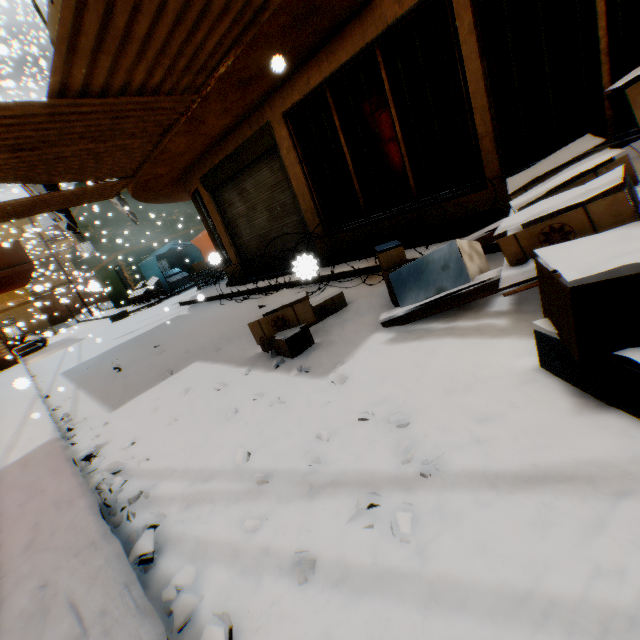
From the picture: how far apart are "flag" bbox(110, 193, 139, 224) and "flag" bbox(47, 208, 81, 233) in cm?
59

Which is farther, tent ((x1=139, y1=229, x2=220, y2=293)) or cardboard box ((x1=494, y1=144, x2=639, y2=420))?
tent ((x1=139, y1=229, x2=220, y2=293))

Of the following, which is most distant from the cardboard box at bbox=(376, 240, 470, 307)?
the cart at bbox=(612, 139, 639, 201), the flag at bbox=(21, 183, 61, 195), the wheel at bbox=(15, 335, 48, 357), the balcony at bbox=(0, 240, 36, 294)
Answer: the wheel at bbox=(15, 335, 48, 357)

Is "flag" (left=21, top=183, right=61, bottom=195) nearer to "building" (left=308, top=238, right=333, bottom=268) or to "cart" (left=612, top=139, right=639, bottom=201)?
"building" (left=308, top=238, right=333, bottom=268)

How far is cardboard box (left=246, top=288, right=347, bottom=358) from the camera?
3.5 meters

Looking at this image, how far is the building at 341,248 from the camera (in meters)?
6.37

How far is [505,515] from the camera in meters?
1.3

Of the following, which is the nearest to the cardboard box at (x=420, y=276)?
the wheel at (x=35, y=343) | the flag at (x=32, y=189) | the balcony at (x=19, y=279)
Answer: the balcony at (x=19, y=279)
